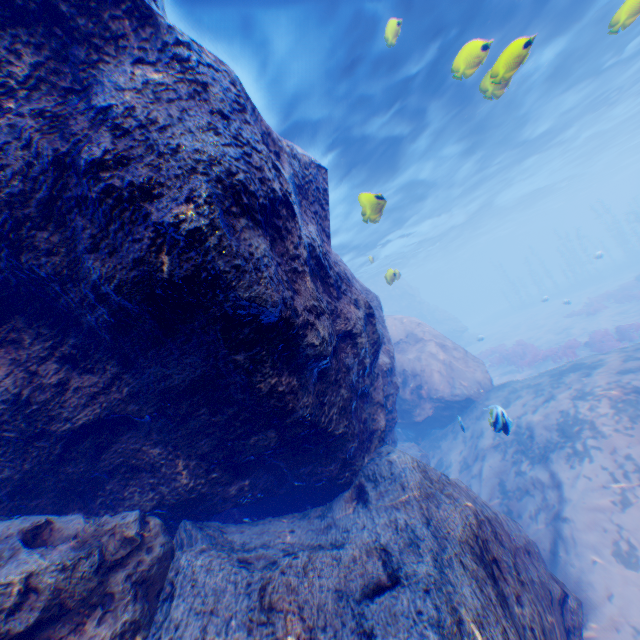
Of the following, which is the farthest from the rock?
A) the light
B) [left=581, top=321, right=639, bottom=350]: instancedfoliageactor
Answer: [left=581, top=321, right=639, bottom=350]: instancedfoliageactor

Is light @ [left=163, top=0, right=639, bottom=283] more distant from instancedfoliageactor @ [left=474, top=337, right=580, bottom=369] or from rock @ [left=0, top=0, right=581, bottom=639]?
instancedfoliageactor @ [left=474, top=337, right=580, bottom=369]

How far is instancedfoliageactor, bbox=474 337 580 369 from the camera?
17.4m

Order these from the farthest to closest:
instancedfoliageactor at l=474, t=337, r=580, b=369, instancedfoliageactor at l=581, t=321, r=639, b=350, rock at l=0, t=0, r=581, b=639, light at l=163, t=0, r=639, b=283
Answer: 1. instancedfoliageactor at l=474, t=337, r=580, b=369
2. instancedfoliageactor at l=581, t=321, r=639, b=350
3. light at l=163, t=0, r=639, b=283
4. rock at l=0, t=0, r=581, b=639

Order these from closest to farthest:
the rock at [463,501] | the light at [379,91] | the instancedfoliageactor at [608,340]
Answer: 1. the rock at [463,501]
2. the light at [379,91]
3. the instancedfoliageactor at [608,340]

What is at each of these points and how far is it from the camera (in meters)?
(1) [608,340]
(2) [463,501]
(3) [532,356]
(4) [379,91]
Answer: (1) instancedfoliageactor, 15.93
(2) rock, 4.23
(3) instancedfoliageactor, 19.36
(4) light, 10.65

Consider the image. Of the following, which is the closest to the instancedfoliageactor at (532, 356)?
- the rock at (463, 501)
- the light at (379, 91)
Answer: the rock at (463, 501)
